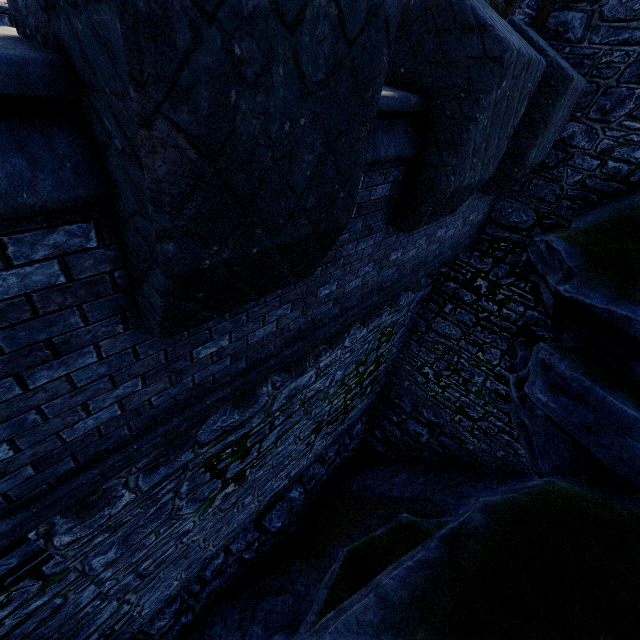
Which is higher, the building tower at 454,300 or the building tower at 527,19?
the building tower at 527,19

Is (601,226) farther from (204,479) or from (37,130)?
(204,479)

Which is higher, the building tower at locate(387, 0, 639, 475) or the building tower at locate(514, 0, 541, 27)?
the building tower at locate(514, 0, 541, 27)
